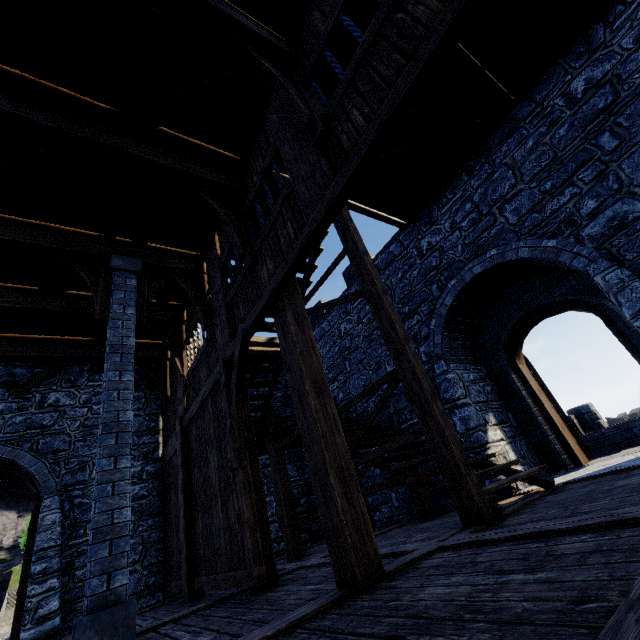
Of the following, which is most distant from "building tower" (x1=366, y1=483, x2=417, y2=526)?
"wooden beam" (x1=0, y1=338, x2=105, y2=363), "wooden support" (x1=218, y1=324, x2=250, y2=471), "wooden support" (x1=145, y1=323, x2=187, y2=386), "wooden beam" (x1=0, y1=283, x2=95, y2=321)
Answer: "wooden support" (x1=218, y1=324, x2=250, y2=471)

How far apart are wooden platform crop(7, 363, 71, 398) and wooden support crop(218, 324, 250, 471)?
6.4m

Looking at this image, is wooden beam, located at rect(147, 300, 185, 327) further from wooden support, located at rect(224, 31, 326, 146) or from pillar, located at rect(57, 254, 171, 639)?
wooden support, located at rect(224, 31, 326, 146)

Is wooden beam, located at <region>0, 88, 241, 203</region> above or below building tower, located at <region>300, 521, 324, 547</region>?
above

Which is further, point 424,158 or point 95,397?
point 95,397

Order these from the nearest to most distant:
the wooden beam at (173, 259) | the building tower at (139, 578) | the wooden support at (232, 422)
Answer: the wooden support at (232, 422)
the wooden beam at (173, 259)
the building tower at (139, 578)

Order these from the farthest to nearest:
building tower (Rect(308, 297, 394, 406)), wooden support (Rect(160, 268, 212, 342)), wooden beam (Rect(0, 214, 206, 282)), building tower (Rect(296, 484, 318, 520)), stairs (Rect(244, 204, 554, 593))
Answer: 1. building tower (Rect(296, 484, 318, 520))
2. building tower (Rect(308, 297, 394, 406))
3. wooden support (Rect(160, 268, 212, 342))
4. wooden beam (Rect(0, 214, 206, 282))
5. stairs (Rect(244, 204, 554, 593))

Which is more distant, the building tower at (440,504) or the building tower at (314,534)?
the building tower at (314,534)
